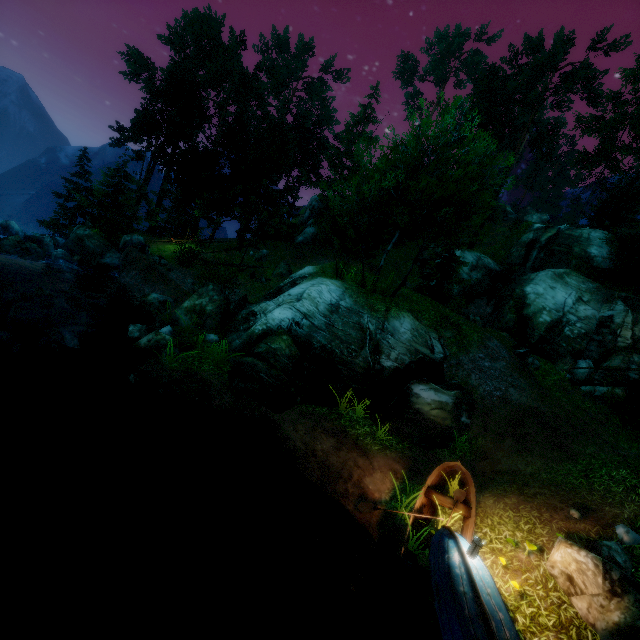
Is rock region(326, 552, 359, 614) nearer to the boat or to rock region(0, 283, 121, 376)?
the boat

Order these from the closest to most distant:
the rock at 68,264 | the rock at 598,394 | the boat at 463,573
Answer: the boat at 463,573
the rock at 68,264
the rock at 598,394

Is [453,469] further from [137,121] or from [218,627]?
[137,121]

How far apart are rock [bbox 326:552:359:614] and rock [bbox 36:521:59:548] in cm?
589

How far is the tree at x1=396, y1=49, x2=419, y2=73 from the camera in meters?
58.3 m

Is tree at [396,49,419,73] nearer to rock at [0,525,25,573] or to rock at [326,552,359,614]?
rock at [0,525,25,573]

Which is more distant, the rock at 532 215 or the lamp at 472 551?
the rock at 532 215

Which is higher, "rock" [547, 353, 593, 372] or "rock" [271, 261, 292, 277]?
"rock" [547, 353, 593, 372]
